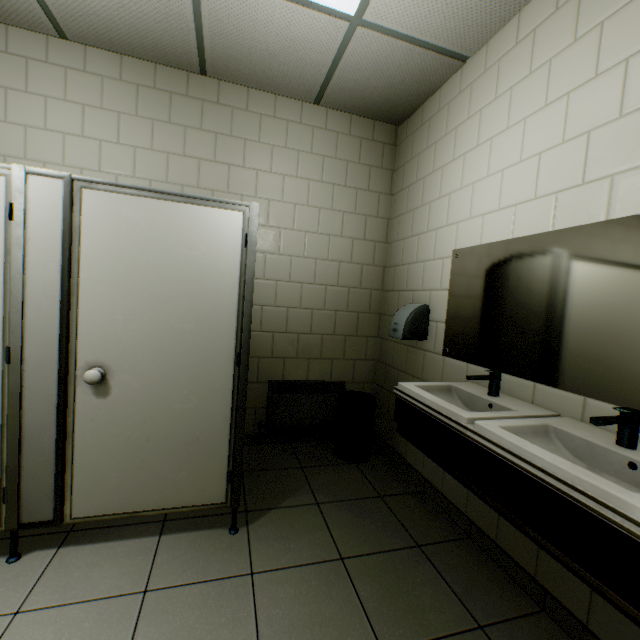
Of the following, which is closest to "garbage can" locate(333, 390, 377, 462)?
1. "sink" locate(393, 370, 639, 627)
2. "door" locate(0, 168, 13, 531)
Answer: "sink" locate(393, 370, 639, 627)

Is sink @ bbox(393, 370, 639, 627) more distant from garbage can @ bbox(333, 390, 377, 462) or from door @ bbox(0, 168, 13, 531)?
A: door @ bbox(0, 168, 13, 531)

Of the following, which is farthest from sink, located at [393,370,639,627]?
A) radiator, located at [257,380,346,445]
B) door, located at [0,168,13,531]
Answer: door, located at [0,168,13,531]

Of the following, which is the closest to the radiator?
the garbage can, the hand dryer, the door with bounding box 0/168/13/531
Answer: the garbage can

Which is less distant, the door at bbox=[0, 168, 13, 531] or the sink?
the sink

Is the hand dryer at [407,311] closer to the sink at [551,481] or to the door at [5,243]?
the sink at [551,481]

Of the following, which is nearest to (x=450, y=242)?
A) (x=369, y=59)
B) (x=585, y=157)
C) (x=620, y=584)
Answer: (x=585, y=157)

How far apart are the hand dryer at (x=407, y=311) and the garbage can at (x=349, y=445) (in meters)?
0.63
